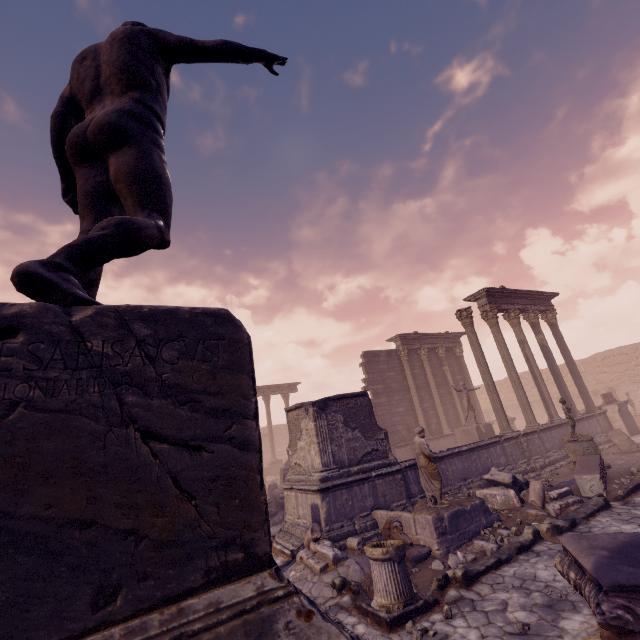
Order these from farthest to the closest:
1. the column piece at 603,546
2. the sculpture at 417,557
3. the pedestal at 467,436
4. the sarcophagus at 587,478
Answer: the pedestal at 467,436, the sarcophagus at 587,478, the sculpture at 417,557, the column piece at 603,546

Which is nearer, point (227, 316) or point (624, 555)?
point (227, 316)

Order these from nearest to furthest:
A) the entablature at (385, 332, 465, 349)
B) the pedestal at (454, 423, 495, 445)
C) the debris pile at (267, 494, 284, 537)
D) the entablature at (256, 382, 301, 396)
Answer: the debris pile at (267, 494, 284, 537)
the pedestal at (454, 423, 495, 445)
the entablature at (385, 332, 465, 349)
the entablature at (256, 382, 301, 396)

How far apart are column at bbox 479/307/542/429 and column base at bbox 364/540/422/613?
10.8m

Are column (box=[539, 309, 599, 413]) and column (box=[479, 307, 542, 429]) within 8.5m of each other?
yes

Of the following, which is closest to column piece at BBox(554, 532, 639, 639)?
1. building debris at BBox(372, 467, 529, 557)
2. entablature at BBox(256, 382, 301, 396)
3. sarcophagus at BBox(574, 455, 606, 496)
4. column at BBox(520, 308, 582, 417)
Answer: building debris at BBox(372, 467, 529, 557)

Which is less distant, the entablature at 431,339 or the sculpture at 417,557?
the sculpture at 417,557

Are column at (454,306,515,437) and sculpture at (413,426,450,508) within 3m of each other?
no
